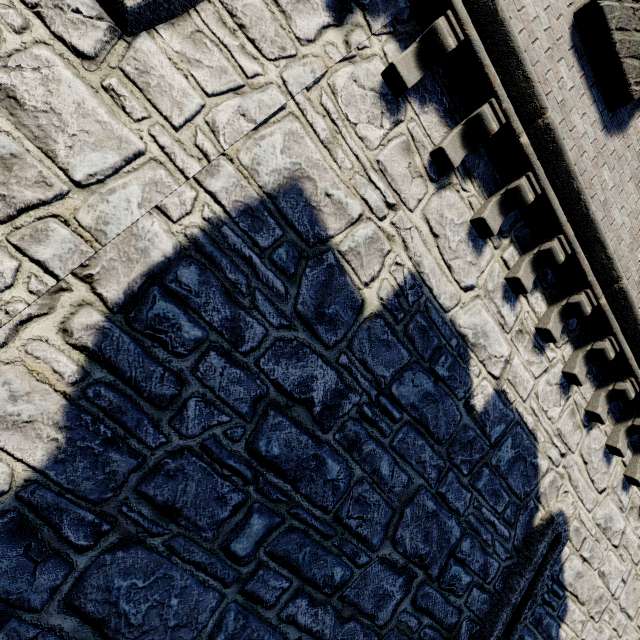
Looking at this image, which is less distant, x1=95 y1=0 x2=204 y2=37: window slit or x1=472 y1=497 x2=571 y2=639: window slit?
x1=95 y1=0 x2=204 y2=37: window slit

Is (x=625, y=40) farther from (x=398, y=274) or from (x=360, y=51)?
(x=398, y=274)

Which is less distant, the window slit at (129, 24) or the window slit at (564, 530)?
the window slit at (129, 24)
